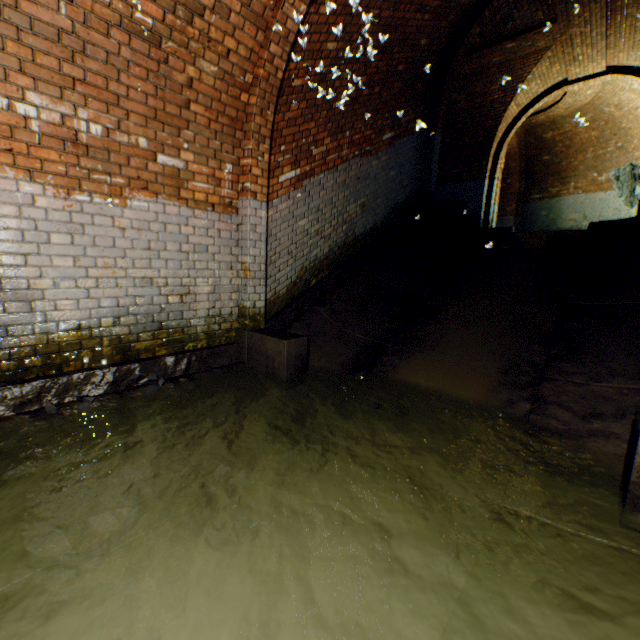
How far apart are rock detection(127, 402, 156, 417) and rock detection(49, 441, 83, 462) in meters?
0.5 m

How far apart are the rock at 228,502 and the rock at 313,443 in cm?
81

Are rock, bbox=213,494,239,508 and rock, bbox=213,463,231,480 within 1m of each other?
yes

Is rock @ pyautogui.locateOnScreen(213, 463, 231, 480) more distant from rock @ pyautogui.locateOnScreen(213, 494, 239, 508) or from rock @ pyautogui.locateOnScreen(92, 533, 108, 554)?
rock @ pyautogui.locateOnScreen(92, 533, 108, 554)

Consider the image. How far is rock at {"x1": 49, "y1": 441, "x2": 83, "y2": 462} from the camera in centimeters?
233cm

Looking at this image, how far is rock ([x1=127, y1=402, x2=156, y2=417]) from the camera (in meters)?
2.87

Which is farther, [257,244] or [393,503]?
[257,244]

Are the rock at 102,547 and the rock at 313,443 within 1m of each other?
no
